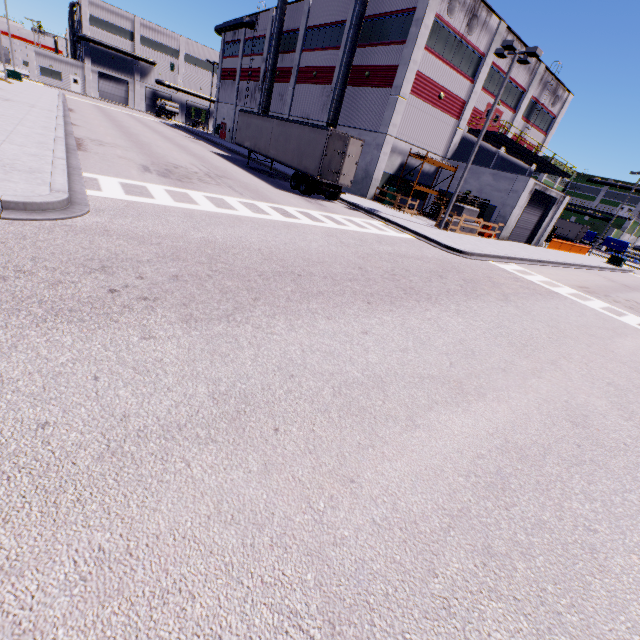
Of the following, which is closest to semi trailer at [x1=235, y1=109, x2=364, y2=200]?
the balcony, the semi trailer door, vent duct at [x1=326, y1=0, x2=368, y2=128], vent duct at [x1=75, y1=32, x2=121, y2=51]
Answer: the semi trailer door

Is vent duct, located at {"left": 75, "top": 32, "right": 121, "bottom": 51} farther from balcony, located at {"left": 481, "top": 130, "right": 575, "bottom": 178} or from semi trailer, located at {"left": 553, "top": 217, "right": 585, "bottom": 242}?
balcony, located at {"left": 481, "top": 130, "right": 575, "bottom": 178}

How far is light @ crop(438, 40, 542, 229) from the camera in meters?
16.6 m

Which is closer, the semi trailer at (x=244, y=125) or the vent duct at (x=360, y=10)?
the semi trailer at (x=244, y=125)

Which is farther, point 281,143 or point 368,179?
point 368,179

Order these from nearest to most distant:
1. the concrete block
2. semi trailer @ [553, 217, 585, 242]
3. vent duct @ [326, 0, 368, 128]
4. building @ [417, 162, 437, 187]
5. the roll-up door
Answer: the concrete block, vent duct @ [326, 0, 368, 128], the roll-up door, building @ [417, 162, 437, 187], semi trailer @ [553, 217, 585, 242]

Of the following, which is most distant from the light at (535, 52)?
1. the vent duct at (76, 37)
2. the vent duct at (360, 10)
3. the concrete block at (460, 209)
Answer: the vent duct at (76, 37)

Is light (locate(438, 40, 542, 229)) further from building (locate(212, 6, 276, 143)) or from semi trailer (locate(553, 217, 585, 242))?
building (locate(212, 6, 276, 143))
